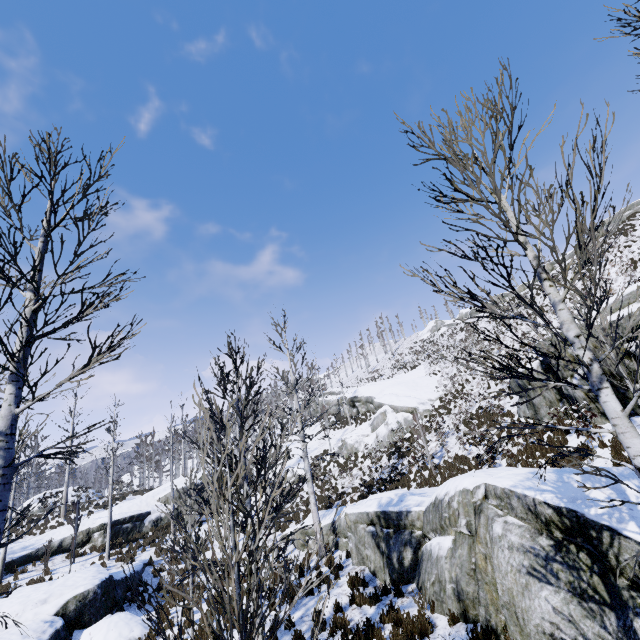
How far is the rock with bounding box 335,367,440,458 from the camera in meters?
27.0

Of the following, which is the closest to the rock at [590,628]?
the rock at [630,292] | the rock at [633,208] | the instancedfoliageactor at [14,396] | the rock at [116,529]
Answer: the rock at [630,292]

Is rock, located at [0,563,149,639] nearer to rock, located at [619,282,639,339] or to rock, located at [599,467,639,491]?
rock, located at [599,467,639,491]

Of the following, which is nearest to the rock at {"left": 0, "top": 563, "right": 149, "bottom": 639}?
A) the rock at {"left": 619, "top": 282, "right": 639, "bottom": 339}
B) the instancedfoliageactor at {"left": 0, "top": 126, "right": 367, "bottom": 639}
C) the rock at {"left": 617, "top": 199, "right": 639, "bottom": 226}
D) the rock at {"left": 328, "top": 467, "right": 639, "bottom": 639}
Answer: the instancedfoliageactor at {"left": 0, "top": 126, "right": 367, "bottom": 639}

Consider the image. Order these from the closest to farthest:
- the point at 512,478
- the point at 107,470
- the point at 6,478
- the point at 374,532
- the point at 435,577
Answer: the point at 6,478 < the point at 512,478 < the point at 435,577 < the point at 374,532 < the point at 107,470

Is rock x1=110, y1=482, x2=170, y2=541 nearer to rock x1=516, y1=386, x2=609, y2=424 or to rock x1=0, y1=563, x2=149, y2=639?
rock x1=0, y1=563, x2=149, y2=639

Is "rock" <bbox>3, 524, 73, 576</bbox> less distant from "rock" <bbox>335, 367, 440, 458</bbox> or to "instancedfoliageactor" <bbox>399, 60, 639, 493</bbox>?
"rock" <bbox>335, 367, 440, 458</bbox>

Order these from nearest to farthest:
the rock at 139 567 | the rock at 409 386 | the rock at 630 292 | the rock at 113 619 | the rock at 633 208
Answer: the rock at 113 619 → the rock at 630 292 → the rock at 139 567 → the rock at 409 386 → the rock at 633 208
